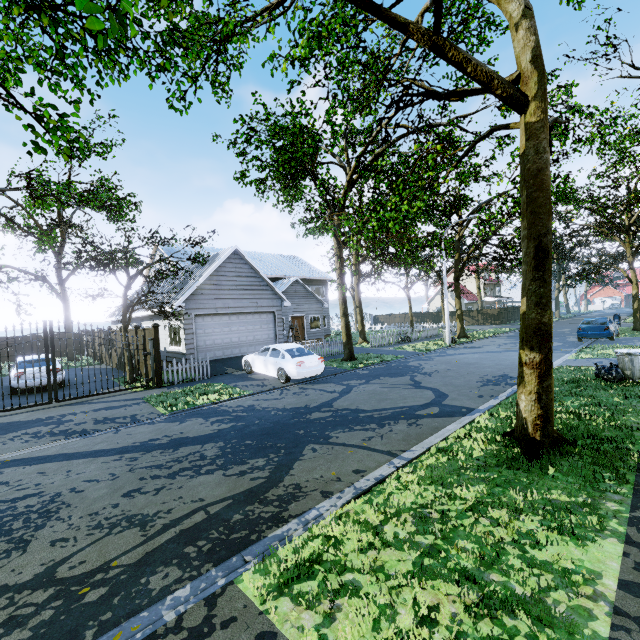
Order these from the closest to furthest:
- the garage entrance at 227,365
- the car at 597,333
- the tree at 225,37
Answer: the tree at 225,37, the garage entrance at 227,365, the car at 597,333

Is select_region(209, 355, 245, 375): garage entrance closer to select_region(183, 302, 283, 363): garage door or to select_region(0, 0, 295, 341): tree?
select_region(183, 302, 283, 363): garage door

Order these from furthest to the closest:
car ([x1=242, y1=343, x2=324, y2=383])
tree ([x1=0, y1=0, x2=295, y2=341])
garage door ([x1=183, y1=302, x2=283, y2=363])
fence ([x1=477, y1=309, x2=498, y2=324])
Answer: fence ([x1=477, y1=309, x2=498, y2=324])
garage door ([x1=183, y1=302, x2=283, y2=363])
car ([x1=242, y1=343, x2=324, y2=383])
tree ([x1=0, y1=0, x2=295, y2=341])

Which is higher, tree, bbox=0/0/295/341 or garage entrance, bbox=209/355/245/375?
tree, bbox=0/0/295/341

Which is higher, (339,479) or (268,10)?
(268,10)

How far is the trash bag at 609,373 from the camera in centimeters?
948cm

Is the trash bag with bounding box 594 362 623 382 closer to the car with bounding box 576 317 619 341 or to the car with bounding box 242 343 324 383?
the car with bounding box 242 343 324 383

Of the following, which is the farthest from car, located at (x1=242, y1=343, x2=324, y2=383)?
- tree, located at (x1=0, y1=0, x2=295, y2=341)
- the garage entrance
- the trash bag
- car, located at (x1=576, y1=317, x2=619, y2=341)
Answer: car, located at (x1=576, y1=317, x2=619, y2=341)
